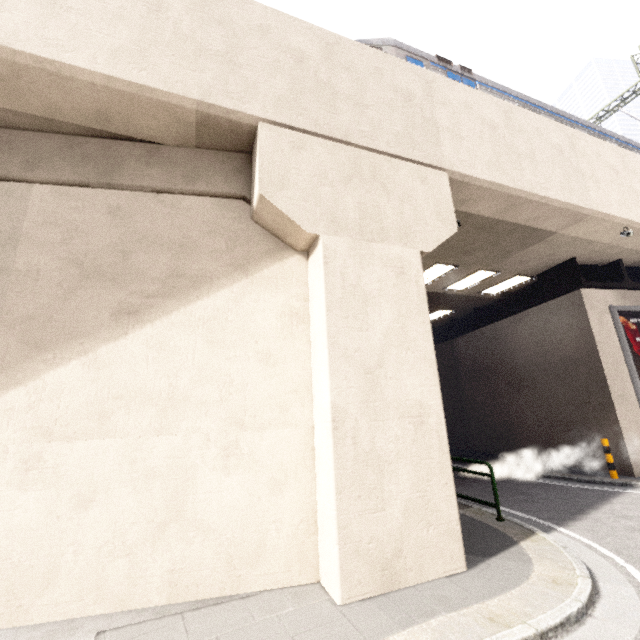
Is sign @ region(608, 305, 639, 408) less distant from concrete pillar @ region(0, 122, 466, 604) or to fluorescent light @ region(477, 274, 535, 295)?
fluorescent light @ region(477, 274, 535, 295)

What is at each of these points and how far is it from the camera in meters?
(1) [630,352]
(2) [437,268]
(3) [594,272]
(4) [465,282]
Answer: (1) sign, 10.6
(2) fluorescent light, 11.4
(3) platform underside, 11.7
(4) fluorescent light, 12.8

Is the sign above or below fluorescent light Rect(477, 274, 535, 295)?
below

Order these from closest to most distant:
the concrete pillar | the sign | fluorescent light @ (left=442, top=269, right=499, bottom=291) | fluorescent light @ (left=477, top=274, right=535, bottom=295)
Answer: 1. the concrete pillar
2. the sign
3. fluorescent light @ (left=442, top=269, right=499, bottom=291)
4. fluorescent light @ (left=477, top=274, right=535, bottom=295)

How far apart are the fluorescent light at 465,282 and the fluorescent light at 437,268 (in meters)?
1.01

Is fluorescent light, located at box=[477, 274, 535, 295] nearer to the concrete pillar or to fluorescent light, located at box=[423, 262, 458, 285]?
fluorescent light, located at box=[423, 262, 458, 285]

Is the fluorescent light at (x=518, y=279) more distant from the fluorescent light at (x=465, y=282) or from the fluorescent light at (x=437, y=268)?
the fluorescent light at (x=437, y=268)

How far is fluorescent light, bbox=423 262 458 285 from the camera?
11.13m
